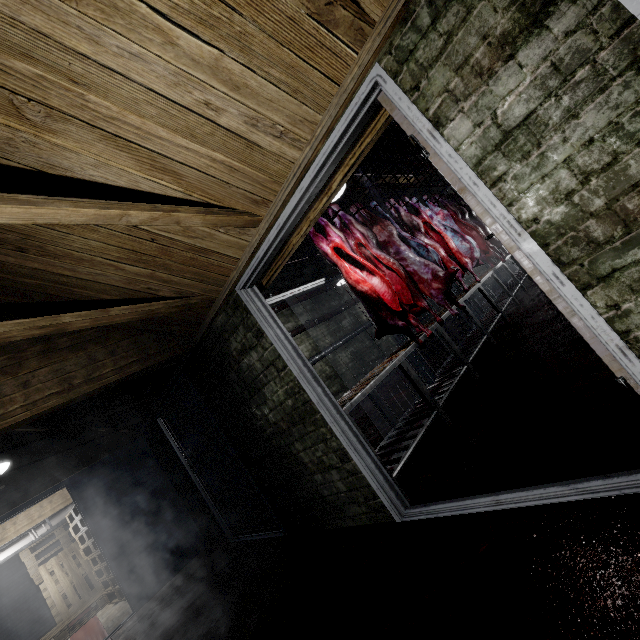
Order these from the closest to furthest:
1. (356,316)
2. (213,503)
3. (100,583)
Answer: (213,503)
(100,583)
(356,316)

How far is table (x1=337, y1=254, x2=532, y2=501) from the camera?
2.6 meters

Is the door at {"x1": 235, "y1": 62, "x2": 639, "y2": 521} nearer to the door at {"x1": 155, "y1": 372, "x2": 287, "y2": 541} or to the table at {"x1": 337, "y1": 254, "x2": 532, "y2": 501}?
the table at {"x1": 337, "y1": 254, "x2": 532, "y2": 501}

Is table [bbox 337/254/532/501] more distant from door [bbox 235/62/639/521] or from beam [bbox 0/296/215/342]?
beam [bbox 0/296/215/342]

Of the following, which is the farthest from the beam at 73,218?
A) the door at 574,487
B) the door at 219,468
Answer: the door at 219,468

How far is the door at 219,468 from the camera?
3.47m

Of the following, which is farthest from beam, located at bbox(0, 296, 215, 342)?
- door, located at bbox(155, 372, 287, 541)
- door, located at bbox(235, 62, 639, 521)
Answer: door, located at bbox(155, 372, 287, 541)
